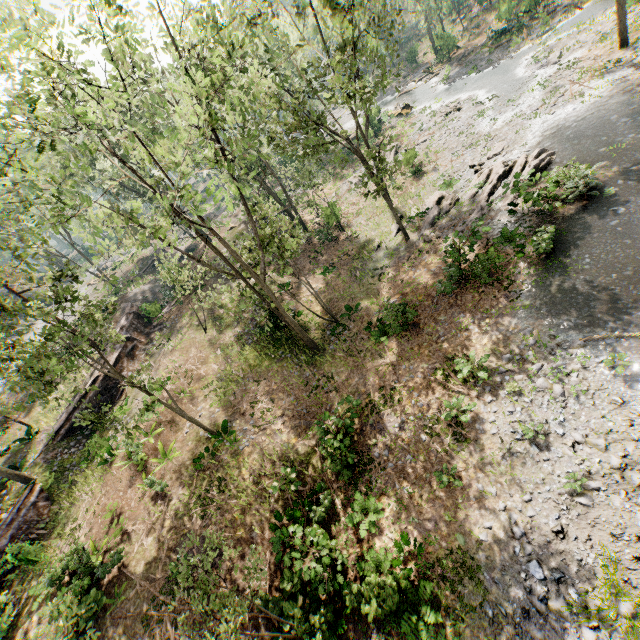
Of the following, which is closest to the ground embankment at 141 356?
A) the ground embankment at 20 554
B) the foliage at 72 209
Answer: the foliage at 72 209

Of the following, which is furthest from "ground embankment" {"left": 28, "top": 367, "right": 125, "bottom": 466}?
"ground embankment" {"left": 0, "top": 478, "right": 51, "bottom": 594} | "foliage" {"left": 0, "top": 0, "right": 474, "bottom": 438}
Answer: "ground embankment" {"left": 0, "top": 478, "right": 51, "bottom": 594}

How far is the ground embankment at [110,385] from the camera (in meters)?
21.47

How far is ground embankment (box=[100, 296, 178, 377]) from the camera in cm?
2497

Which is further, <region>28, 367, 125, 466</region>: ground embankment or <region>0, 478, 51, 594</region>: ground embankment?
<region>28, 367, 125, 466</region>: ground embankment

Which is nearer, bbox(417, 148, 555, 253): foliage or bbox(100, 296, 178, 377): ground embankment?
bbox(417, 148, 555, 253): foliage

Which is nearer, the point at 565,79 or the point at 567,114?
the point at 567,114

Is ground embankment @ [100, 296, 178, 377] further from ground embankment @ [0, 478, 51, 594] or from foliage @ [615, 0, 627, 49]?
ground embankment @ [0, 478, 51, 594]
